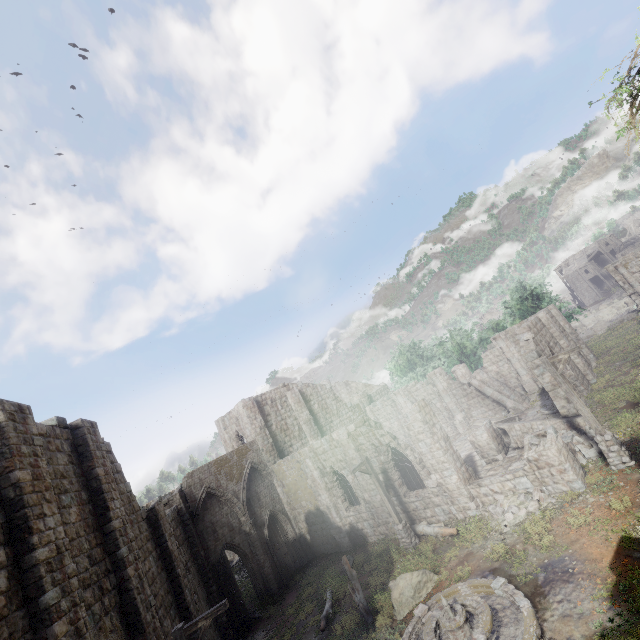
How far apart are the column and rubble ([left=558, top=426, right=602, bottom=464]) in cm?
1937

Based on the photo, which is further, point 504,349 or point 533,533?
point 504,349

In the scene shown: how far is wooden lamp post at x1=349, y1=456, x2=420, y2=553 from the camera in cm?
1612

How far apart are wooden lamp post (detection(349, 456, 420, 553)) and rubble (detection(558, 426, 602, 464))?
8.0 meters

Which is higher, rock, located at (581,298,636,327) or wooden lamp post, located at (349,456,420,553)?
wooden lamp post, located at (349,456,420,553)

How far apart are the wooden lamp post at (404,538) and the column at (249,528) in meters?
10.2 m

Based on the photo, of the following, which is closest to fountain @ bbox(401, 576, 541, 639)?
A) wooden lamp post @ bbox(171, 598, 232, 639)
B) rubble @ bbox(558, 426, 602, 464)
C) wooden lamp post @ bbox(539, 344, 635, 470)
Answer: wooden lamp post @ bbox(171, 598, 232, 639)

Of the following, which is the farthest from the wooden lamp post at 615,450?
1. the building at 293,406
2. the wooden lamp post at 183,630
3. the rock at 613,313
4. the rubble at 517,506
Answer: the rock at 613,313
